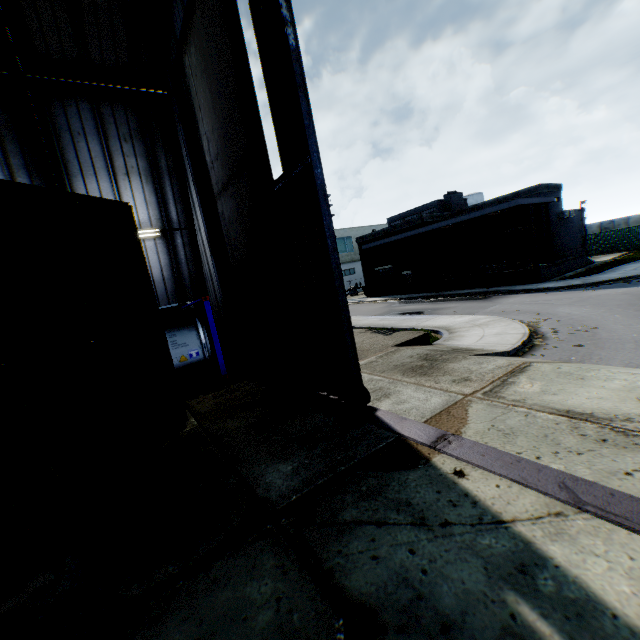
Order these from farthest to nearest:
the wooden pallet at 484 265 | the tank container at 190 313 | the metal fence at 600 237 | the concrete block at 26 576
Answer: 1. the metal fence at 600 237
2. the wooden pallet at 484 265
3. the tank container at 190 313
4. the concrete block at 26 576

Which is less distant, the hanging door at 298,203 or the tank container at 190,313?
the hanging door at 298,203

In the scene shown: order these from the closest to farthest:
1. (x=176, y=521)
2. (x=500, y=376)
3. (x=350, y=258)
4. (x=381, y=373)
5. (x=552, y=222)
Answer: (x=176, y=521) < (x=500, y=376) < (x=381, y=373) < (x=552, y=222) < (x=350, y=258)

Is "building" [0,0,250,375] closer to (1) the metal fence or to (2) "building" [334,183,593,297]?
(1) the metal fence

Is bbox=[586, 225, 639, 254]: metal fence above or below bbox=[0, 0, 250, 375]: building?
below

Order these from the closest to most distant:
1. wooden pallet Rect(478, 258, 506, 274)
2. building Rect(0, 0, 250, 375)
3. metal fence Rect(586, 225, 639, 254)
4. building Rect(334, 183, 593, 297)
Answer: building Rect(0, 0, 250, 375)
building Rect(334, 183, 593, 297)
wooden pallet Rect(478, 258, 506, 274)
metal fence Rect(586, 225, 639, 254)

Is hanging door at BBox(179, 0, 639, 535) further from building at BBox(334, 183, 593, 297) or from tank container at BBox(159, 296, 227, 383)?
building at BBox(334, 183, 593, 297)

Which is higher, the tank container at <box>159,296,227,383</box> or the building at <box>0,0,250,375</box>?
the building at <box>0,0,250,375</box>
